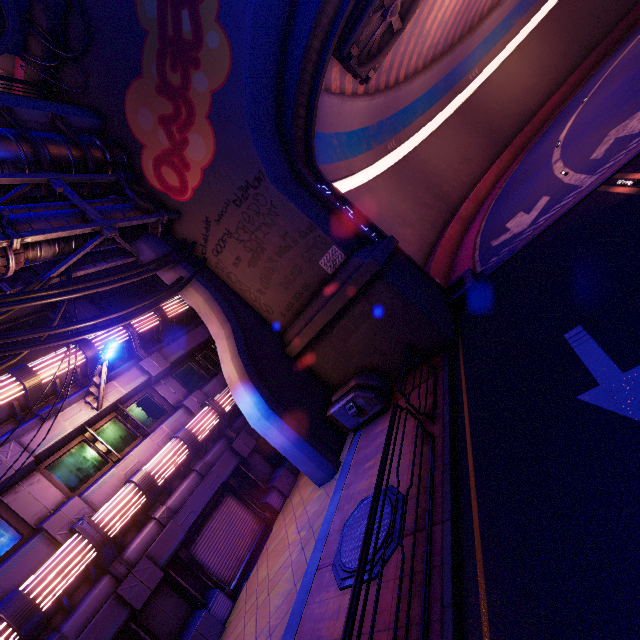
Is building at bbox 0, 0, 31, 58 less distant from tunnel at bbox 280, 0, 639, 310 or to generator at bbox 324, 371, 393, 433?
tunnel at bbox 280, 0, 639, 310

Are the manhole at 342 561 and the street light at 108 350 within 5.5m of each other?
no

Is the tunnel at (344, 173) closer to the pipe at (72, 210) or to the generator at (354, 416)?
the generator at (354, 416)

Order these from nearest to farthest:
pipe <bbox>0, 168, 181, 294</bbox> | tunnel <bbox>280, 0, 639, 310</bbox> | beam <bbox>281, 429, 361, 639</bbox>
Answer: beam <bbox>281, 429, 361, 639</bbox>, pipe <bbox>0, 168, 181, 294</bbox>, tunnel <bbox>280, 0, 639, 310</bbox>

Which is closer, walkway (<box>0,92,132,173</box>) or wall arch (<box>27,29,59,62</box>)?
walkway (<box>0,92,132,173</box>)

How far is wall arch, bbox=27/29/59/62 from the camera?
11.66m

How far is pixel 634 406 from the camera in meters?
4.5 m

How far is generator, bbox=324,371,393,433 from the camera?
10.77m
